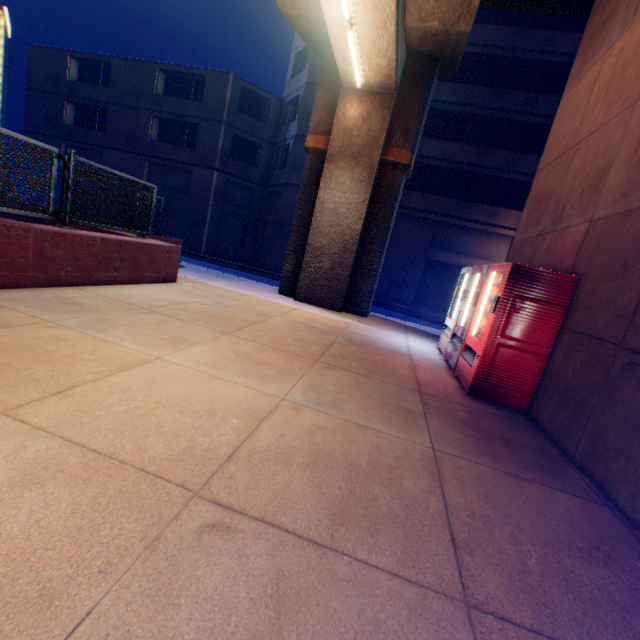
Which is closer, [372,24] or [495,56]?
[372,24]

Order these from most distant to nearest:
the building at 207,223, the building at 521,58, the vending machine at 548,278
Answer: the building at 207,223 → the building at 521,58 → the vending machine at 548,278

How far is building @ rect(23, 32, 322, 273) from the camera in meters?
21.2

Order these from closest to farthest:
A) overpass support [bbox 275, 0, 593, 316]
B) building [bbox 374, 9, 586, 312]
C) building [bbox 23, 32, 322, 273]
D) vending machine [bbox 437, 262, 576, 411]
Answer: vending machine [bbox 437, 262, 576, 411] < overpass support [bbox 275, 0, 593, 316] < building [bbox 374, 9, 586, 312] < building [bbox 23, 32, 322, 273]

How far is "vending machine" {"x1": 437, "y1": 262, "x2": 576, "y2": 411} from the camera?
4.4 meters

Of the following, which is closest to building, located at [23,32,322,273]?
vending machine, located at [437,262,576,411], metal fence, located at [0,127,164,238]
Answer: metal fence, located at [0,127,164,238]

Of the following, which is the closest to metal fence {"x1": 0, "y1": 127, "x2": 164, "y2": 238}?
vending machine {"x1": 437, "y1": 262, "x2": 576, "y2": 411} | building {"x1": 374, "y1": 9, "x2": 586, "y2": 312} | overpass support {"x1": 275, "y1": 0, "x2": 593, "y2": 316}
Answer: overpass support {"x1": 275, "y1": 0, "x2": 593, "y2": 316}

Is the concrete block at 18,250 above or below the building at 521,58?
below
